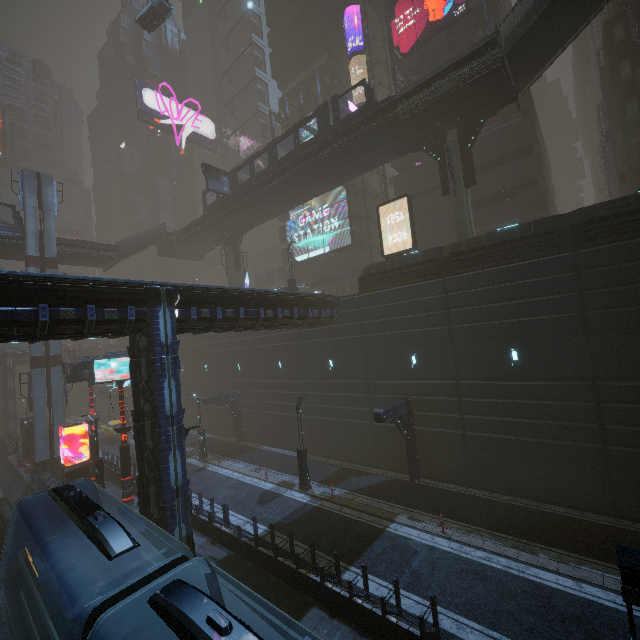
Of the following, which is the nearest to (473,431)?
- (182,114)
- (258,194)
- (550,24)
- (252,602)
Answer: (252,602)

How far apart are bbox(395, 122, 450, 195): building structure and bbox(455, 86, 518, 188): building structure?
0.68m

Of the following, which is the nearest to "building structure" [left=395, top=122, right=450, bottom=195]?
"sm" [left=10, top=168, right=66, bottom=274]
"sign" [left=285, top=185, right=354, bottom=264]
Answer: "sign" [left=285, top=185, right=354, bottom=264]

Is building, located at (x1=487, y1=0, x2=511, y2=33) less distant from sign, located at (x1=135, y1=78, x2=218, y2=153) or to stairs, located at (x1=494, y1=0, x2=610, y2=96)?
sign, located at (x1=135, y1=78, x2=218, y2=153)

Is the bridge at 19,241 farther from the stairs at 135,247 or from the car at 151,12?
the car at 151,12

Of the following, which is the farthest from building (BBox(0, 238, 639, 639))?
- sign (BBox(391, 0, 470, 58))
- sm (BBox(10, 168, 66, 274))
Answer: sign (BBox(391, 0, 470, 58))

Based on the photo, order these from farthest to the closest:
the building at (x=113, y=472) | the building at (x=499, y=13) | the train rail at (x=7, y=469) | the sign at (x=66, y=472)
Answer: the building at (x=499, y=13) → the building at (x=113, y=472) → the sign at (x=66, y=472) → the train rail at (x=7, y=469)

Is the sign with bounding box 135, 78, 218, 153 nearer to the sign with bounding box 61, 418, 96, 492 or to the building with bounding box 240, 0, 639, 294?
the building with bounding box 240, 0, 639, 294
